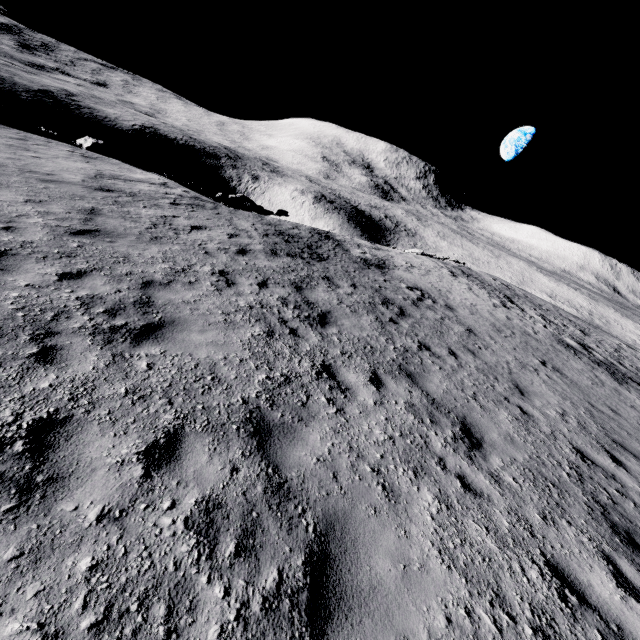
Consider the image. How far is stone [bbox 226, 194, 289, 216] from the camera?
20.81m

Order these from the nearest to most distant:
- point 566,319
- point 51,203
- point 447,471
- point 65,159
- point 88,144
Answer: point 447,471 → point 51,203 → point 65,159 → point 88,144 → point 566,319

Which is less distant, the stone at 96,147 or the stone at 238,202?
the stone at 96,147

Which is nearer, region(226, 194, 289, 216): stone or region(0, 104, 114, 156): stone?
region(0, 104, 114, 156): stone

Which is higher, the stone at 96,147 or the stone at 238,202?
the stone at 96,147

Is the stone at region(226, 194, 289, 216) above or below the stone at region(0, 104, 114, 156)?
below
